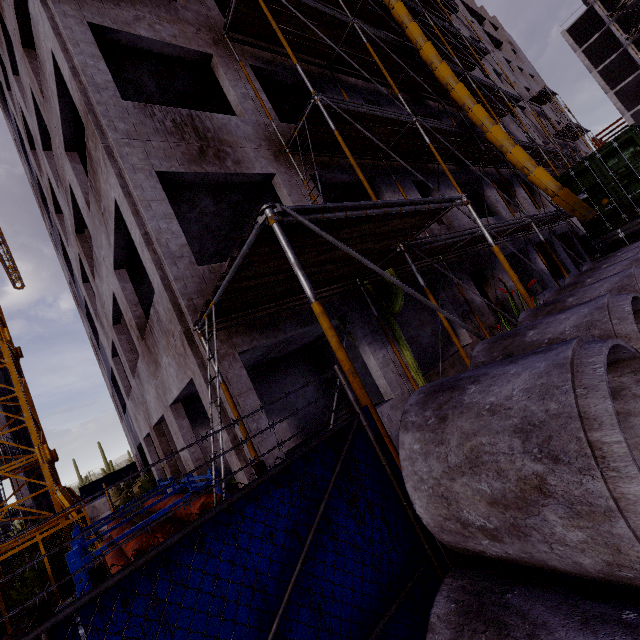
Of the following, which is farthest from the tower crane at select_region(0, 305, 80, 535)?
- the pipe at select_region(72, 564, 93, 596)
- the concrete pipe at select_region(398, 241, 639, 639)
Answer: the concrete pipe at select_region(398, 241, 639, 639)

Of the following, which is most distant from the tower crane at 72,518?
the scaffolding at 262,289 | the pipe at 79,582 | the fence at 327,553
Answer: the scaffolding at 262,289

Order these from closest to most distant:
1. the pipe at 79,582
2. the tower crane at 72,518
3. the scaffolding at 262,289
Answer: the scaffolding at 262,289 < the pipe at 79,582 < the tower crane at 72,518

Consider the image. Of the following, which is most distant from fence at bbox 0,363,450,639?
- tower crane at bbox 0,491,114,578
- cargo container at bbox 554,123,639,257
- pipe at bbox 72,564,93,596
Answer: cargo container at bbox 554,123,639,257

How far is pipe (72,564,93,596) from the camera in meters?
4.4 m

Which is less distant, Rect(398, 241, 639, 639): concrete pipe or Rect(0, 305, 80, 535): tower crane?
Rect(398, 241, 639, 639): concrete pipe

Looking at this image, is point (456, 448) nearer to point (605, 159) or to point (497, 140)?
point (497, 140)

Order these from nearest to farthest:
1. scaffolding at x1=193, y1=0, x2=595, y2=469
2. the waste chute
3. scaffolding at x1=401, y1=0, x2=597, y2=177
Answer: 1. scaffolding at x1=193, y1=0, x2=595, y2=469
2. the waste chute
3. scaffolding at x1=401, y1=0, x2=597, y2=177
